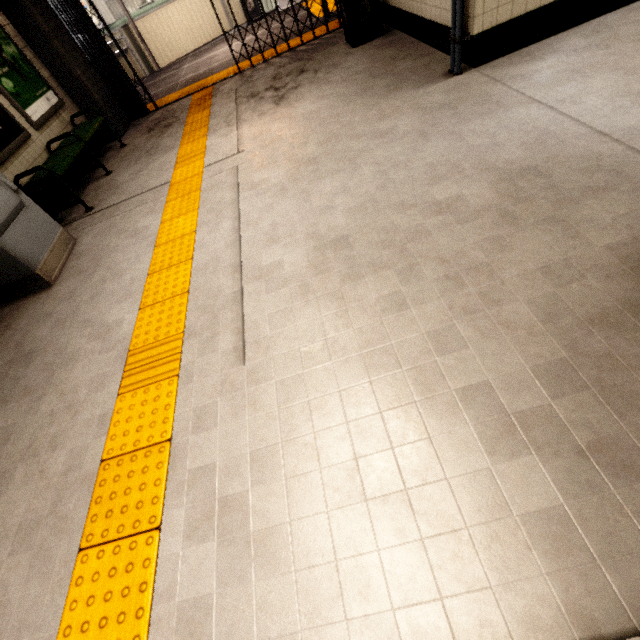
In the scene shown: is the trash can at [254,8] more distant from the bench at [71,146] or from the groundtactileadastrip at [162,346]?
the bench at [71,146]

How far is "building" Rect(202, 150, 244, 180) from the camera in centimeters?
408cm

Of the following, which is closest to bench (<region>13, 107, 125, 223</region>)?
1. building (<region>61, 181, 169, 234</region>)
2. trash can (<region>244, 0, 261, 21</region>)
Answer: building (<region>61, 181, 169, 234</region>)

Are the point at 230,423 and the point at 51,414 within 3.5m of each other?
yes

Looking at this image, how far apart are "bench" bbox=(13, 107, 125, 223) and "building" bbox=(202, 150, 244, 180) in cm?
181

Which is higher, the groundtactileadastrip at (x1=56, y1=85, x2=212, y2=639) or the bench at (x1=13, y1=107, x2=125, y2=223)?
the bench at (x1=13, y1=107, x2=125, y2=223)

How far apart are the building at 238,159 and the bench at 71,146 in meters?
1.8

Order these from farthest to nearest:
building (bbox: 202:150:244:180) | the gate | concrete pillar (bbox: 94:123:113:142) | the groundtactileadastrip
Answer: concrete pillar (bbox: 94:123:113:142)
the gate
building (bbox: 202:150:244:180)
the groundtactileadastrip
